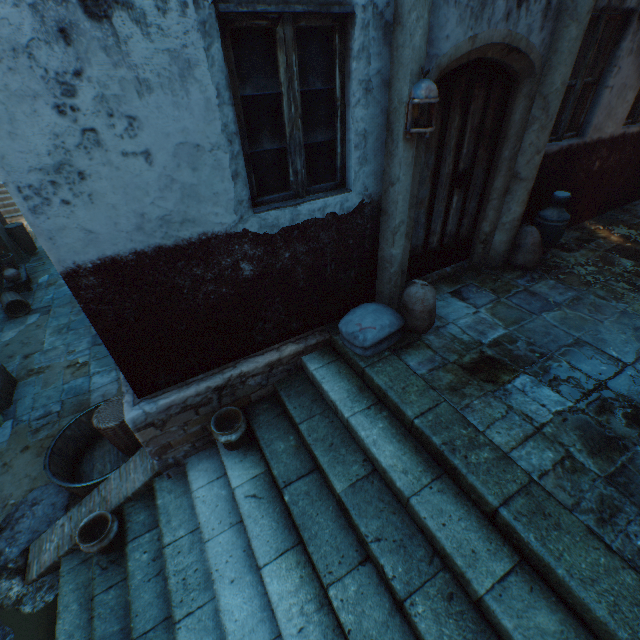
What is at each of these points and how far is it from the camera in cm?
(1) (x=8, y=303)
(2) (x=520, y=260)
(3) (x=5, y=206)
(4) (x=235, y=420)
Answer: (1) wicker basket, 768
(2) burlap sack, 457
(3) stairs, 1468
(4) ceramic pot, 358

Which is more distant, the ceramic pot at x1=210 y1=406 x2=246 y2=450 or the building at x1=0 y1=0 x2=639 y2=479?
the ceramic pot at x1=210 y1=406 x2=246 y2=450

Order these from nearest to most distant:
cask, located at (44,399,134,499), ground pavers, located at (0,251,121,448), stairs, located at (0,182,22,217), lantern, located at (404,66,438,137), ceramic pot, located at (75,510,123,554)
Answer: lantern, located at (404,66,438,137), ceramic pot, located at (75,510,123,554), cask, located at (44,399,134,499), ground pavers, located at (0,251,121,448), stairs, located at (0,182,22,217)

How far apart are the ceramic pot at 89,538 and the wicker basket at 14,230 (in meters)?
11.11

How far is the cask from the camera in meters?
4.0

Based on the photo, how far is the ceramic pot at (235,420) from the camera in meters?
3.3 m

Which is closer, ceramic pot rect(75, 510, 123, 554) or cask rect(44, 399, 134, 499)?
ceramic pot rect(75, 510, 123, 554)

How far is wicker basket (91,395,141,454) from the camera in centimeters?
428cm
